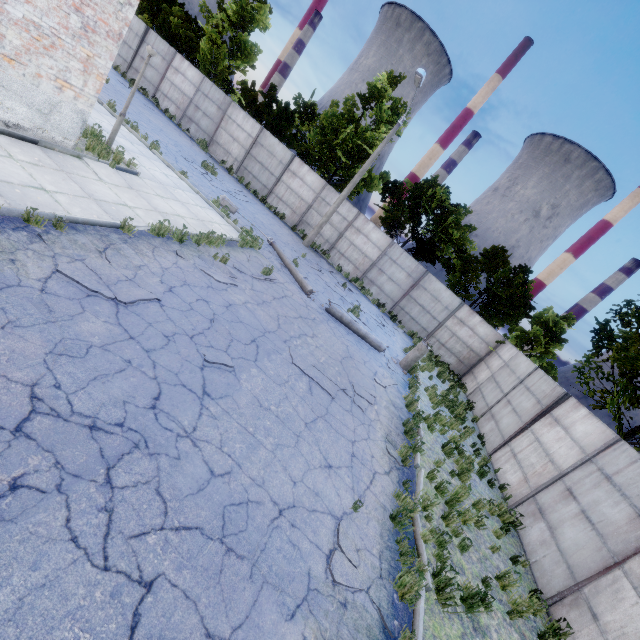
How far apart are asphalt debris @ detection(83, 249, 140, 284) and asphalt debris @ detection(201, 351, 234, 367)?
1.4 meters

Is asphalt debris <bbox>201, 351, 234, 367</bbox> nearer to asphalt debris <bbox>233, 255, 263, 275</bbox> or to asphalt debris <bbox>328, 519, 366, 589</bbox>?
asphalt debris <bbox>328, 519, 366, 589</bbox>

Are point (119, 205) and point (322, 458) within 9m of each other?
yes

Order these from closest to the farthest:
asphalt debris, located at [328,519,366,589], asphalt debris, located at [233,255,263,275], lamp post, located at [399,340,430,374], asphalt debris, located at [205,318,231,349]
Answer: asphalt debris, located at [328,519,366,589] → asphalt debris, located at [205,318,231,349] → asphalt debris, located at [233,255,263,275] → lamp post, located at [399,340,430,374]

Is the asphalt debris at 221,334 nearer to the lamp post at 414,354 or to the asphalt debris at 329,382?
the asphalt debris at 329,382

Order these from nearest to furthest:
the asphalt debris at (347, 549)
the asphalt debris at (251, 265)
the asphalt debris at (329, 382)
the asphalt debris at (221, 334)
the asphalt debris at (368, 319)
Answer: the asphalt debris at (347, 549), the asphalt debris at (221, 334), the asphalt debris at (329, 382), the asphalt debris at (251, 265), the asphalt debris at (368, 319)

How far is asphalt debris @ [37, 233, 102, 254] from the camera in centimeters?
545cm

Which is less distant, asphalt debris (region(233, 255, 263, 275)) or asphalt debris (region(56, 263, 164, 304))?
asphalt debris (region(56, 263, 164, 304))
